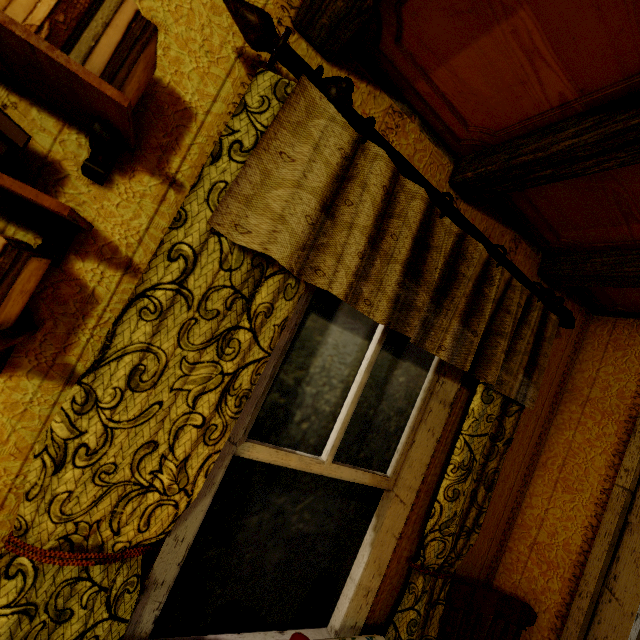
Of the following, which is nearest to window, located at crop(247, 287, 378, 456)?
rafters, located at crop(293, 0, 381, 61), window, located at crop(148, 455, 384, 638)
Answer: window, located at crop(148, 455, 384, 638)

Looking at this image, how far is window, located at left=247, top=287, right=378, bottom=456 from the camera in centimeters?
125cm

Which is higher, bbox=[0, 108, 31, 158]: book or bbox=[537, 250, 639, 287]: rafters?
bbox=[537, 250, 639, 287]: rafters

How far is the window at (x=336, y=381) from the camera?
1.2m

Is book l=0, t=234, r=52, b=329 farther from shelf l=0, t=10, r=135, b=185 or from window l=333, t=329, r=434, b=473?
window l=333, t=329, r=434, b=473

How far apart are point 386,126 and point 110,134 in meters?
1.0

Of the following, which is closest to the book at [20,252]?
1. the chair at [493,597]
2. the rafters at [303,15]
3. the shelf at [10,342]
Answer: the shelf at [10,342]
